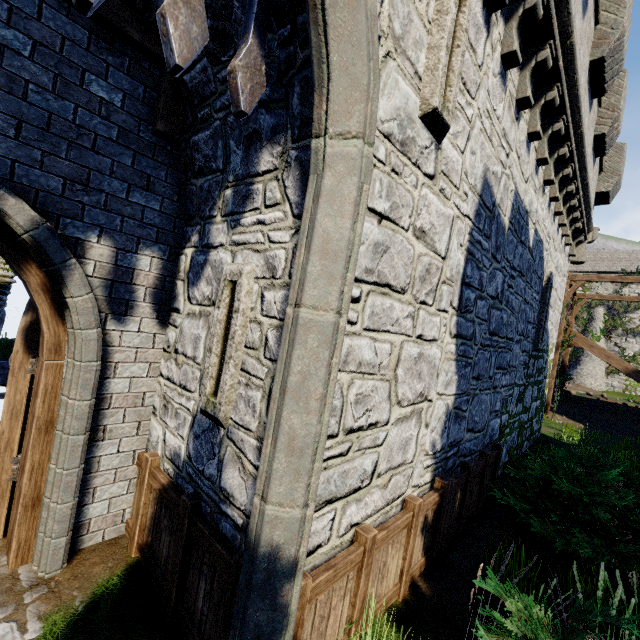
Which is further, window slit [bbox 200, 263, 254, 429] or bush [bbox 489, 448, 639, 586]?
bush [bbox 489, 448, 639, 586]

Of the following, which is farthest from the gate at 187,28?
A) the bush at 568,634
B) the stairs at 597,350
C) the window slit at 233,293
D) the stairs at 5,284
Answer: the stairs at 597,350

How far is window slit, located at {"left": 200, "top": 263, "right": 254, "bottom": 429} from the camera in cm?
294

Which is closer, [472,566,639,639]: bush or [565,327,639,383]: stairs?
[472,566,639,639]: bush

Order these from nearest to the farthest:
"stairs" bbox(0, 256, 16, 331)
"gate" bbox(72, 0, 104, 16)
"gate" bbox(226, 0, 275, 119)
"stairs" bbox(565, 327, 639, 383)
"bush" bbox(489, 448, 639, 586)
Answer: "gate" bbox(72, 0, 104, 16)
"gate" bbox(226, 0, 275, 119)
"bush" bbox(489, 448, 639, 586)
"stairs" bbox(0, 256, 16, 331)
"stairs" bbox(565, 327, 639, 383)

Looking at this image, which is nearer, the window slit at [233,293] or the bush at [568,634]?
the bush at [568,634]

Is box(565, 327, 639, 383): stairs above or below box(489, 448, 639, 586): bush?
above

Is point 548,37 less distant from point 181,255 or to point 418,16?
point 418,16
